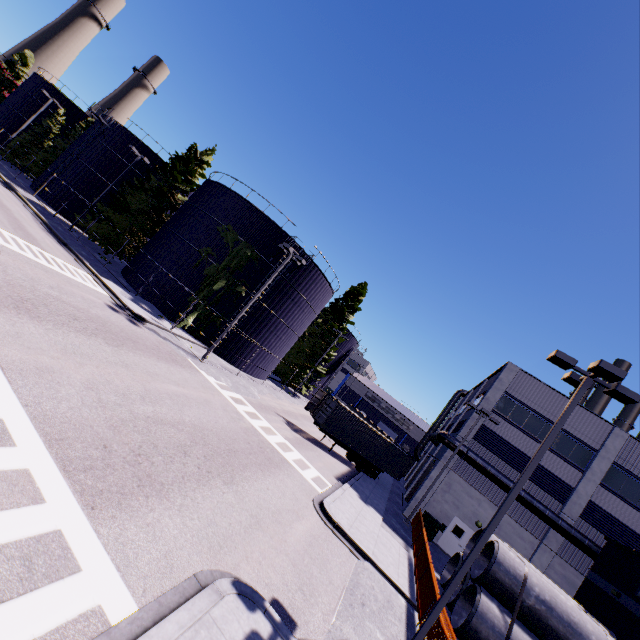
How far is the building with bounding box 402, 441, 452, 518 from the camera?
25.0 meters

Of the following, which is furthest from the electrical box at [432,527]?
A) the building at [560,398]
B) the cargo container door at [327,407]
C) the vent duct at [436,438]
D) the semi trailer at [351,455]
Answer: the cargo container door at [327,407]

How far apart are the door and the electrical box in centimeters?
162cm

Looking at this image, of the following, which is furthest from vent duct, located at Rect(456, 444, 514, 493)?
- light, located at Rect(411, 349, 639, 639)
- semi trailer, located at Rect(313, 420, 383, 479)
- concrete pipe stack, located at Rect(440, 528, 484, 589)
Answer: light, located at Rect(411, 349, 639, 639)

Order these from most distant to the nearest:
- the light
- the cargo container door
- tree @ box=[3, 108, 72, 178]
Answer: tree @ box=[3, 108, 72, 178] → the cargo container door → the light

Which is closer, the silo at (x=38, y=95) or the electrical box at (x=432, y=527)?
the electrical box at (x=432, y=527)

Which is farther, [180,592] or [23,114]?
[23,114]

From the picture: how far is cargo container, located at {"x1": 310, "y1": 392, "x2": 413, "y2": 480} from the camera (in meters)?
25.70
